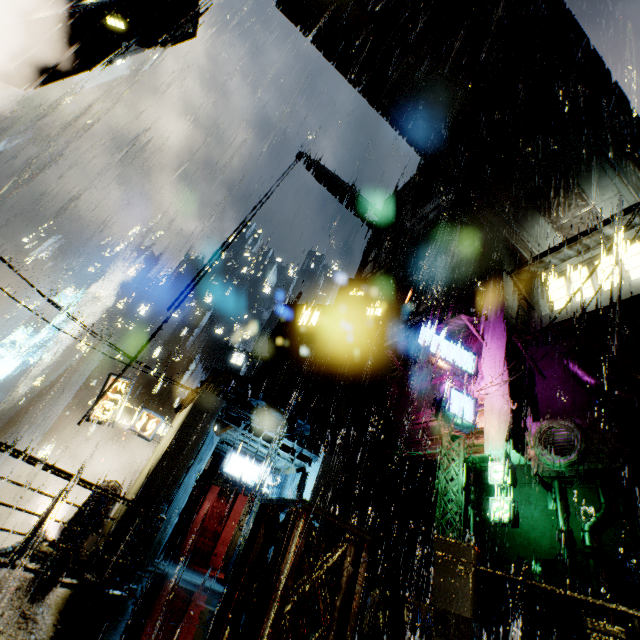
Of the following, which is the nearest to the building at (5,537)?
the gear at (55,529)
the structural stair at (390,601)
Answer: the structural stair at (390,601)

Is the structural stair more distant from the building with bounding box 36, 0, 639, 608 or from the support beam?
the support beam

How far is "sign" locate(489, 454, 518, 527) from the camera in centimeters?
1191cm

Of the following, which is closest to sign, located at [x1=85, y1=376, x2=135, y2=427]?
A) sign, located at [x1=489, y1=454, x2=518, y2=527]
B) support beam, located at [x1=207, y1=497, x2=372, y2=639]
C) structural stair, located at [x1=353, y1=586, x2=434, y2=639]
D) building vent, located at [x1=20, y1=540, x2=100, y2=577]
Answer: building vent, located at [x1=20, y1=540, x2=100, y2=577]

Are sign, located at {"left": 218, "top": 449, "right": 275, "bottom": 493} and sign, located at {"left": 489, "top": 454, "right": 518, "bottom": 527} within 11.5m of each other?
yes

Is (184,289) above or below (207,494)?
above

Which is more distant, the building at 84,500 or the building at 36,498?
the building at 36,498

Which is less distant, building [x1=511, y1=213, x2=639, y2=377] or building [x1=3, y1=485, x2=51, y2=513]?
building [x1=511, y1=213, x2=639, y2=377]
